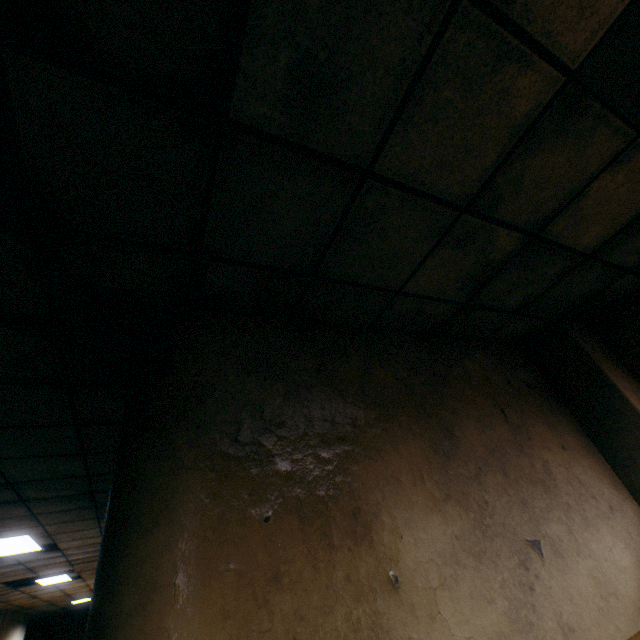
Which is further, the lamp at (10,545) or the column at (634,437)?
the lamp at (10,545)

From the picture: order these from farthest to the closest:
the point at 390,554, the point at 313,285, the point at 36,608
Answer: the point at 36,608 → the point at 313,285 → the point at 390,554

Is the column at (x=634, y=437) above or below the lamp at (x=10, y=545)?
below

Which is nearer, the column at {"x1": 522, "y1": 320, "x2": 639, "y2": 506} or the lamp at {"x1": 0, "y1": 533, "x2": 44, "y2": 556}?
the column at {"x1": 522, "y1": 320, "x2": 639, "y2": 506}

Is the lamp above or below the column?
above
